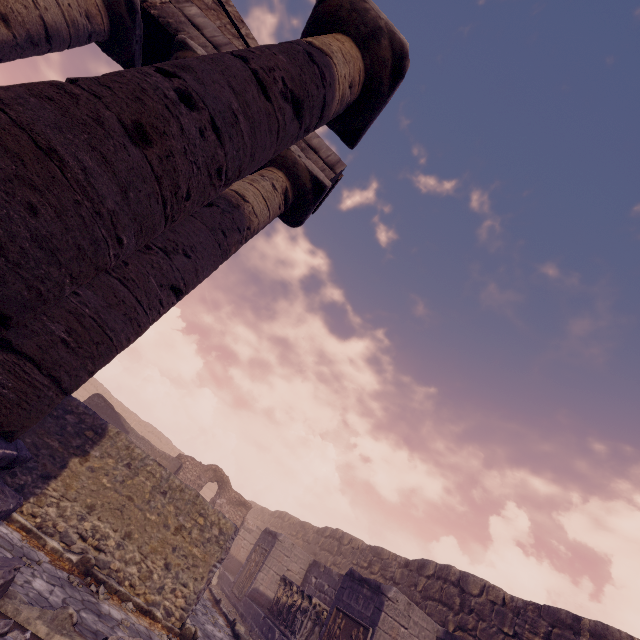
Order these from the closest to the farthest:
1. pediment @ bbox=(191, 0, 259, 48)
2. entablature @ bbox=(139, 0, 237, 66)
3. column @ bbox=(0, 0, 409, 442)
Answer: column @ bbox=(0, 0, 409, 442) < entablature @ bbox=(139, 0, 237, 66) < pediment @ bbox=(191, 0, 259, 48)

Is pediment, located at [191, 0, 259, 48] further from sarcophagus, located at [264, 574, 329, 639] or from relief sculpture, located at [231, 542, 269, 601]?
relief sculpture, located at [231, 542, 269, 601]

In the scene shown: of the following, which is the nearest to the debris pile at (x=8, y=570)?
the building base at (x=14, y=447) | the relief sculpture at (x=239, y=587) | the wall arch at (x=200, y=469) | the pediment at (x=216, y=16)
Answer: the building base at (x=14, y=447)

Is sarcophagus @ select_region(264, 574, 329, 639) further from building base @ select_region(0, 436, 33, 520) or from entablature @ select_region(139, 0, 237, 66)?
entablature @ select_region(139, 0, 237, 66)

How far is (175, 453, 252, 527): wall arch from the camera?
17.1m

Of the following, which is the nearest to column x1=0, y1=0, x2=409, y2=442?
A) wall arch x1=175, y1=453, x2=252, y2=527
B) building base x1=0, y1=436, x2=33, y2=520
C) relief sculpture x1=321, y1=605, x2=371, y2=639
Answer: building base x1=0, y1=436, x2=33, y2=520

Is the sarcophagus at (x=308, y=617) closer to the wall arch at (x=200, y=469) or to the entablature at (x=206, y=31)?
the wall arch at (x=200, y=469)

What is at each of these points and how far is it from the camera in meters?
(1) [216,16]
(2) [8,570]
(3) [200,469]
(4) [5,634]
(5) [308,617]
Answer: (1) pediment, 6.8
(2) debris pile, 2.8
(3) wall arch, 17.4
(4) debris pile, 2.3
(5) sarcophagus, 9.6
